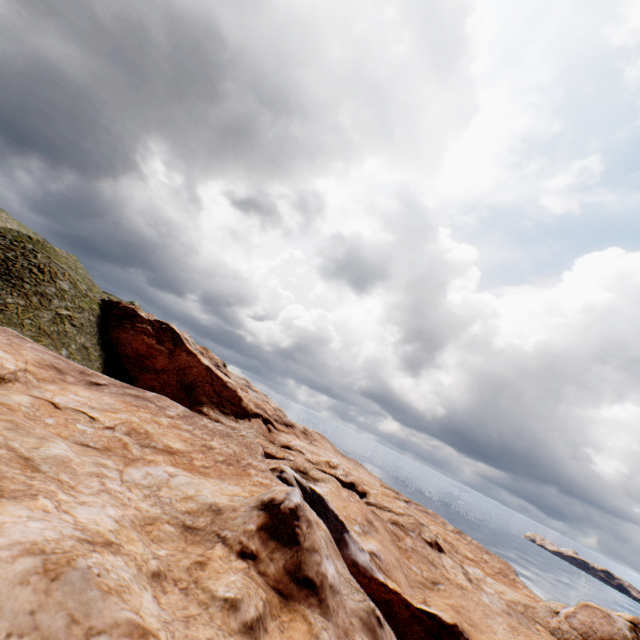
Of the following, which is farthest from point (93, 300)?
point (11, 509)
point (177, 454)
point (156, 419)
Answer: point (11, 509)
